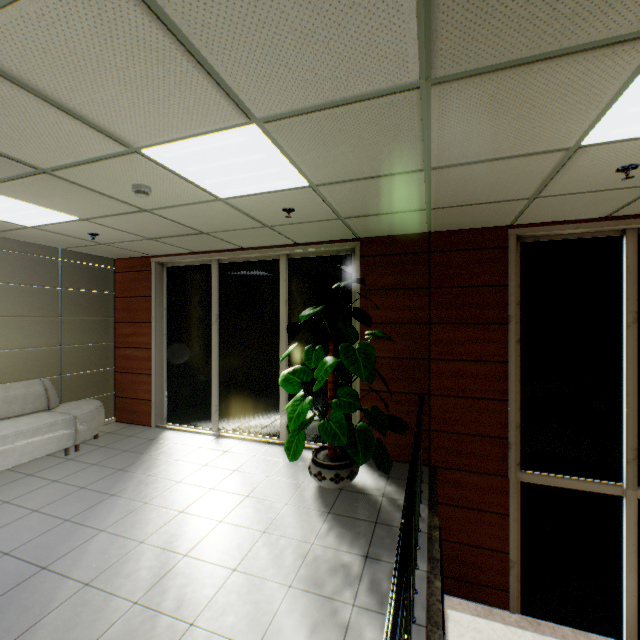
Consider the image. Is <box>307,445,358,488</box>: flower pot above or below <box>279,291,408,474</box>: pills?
below

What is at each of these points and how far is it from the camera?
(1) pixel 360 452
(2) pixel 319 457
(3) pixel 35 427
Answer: (1) pills, 3.36m
(2) flower pot, 3.96m
(3) sofa, 4.43m

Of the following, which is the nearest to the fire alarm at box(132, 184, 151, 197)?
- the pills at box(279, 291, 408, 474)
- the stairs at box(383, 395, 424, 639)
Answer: the pills at box(279, 291, 408, 474)

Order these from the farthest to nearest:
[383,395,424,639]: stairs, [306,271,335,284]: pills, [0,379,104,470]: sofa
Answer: [0,379,104,470]: sofa, [306,271,335,284]: pills, [383,395,424,639]: stairs

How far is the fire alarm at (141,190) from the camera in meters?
2.9

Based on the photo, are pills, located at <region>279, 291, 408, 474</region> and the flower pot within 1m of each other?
yes

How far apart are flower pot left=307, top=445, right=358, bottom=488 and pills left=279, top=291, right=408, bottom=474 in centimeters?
42cm

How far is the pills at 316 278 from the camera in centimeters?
370cm
